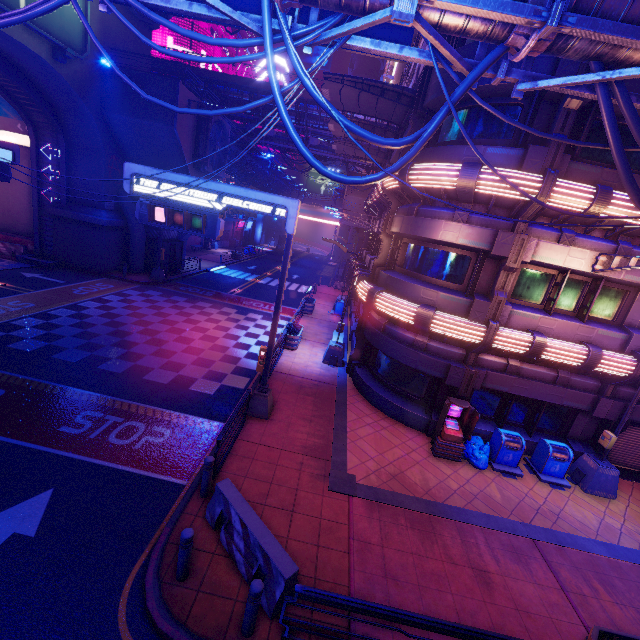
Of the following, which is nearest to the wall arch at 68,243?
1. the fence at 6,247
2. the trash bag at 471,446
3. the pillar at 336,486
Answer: the fence at 6,247

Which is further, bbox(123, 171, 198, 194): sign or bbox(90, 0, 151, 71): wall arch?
bbox(90, 0, 151, 71): wall arch

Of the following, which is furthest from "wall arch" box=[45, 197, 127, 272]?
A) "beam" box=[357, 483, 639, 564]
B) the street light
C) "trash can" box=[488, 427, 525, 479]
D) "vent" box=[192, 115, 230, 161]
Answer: the street light

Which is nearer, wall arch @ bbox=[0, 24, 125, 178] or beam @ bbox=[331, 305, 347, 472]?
beam @ bbox=[331, 305, 347, 472]

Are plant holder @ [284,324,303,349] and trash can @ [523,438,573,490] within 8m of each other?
no

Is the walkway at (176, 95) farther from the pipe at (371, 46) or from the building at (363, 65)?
the pipe at (371, 46)

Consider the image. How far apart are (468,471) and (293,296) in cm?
2224

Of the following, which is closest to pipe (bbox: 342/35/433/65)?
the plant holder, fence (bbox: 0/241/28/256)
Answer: the plant holder
